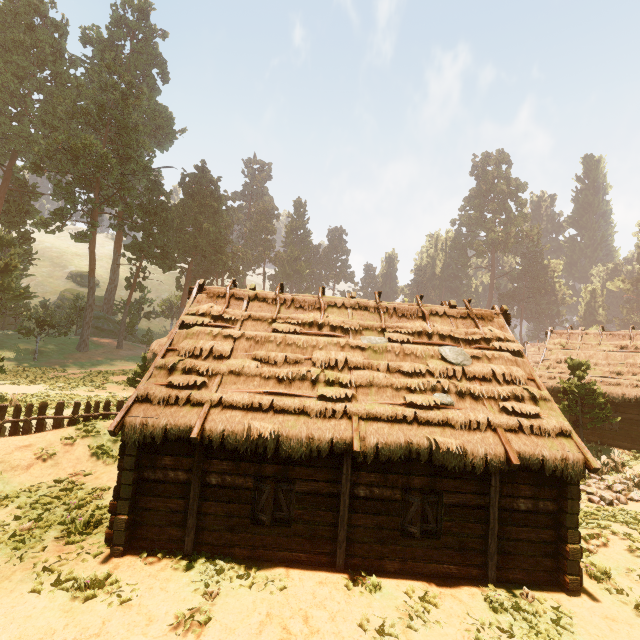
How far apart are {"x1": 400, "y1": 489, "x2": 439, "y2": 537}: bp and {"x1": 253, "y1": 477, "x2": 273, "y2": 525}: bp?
3.0 meters

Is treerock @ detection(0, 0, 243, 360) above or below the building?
above

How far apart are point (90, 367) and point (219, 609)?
34.4 meters

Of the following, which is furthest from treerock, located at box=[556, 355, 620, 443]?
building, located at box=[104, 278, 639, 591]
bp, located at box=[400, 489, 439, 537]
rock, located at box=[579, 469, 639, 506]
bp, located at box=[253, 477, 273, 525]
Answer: bp, located at box=[253, 477, 273, 525]

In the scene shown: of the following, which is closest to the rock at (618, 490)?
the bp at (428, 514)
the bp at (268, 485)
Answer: the bp at (428, 514)

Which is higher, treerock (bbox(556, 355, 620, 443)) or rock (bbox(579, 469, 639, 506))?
treerock (bbox(556, 355, 620, 443))

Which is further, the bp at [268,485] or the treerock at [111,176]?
the treerock at [111,176]
